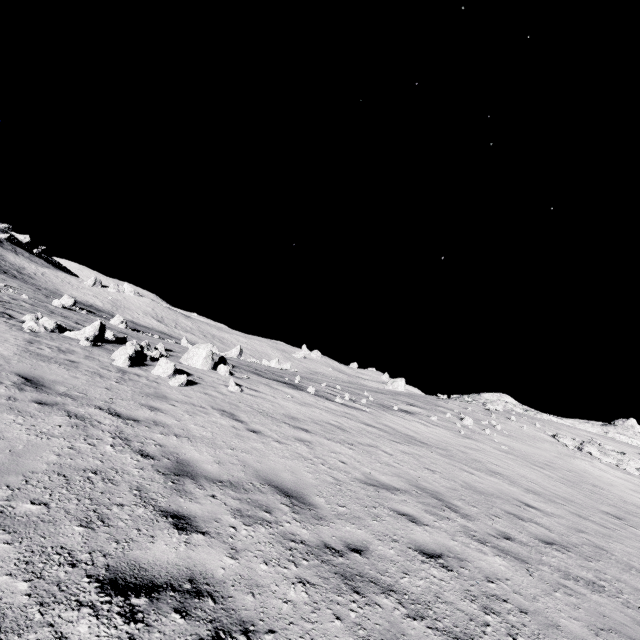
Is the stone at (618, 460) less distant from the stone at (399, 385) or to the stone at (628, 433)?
the stone at (628, 433)

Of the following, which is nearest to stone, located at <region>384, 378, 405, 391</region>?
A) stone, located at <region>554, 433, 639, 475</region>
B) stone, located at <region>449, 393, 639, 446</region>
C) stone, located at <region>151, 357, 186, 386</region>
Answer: stone, located at <region>449, 393, 639, 446</region>

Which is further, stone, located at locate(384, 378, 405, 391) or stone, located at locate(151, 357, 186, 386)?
stone, located at locate(384, 378, 405, 391)

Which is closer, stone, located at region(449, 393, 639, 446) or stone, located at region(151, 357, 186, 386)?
stone, located at region(151, 357, 186, 386)

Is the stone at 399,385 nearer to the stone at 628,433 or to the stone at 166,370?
the stone at 628,433

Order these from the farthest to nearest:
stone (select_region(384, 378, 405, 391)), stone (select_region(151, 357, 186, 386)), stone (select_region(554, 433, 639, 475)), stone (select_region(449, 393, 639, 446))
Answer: stone (select_region(384, 378, 405, 391)), stone (select_region(449, 393, 639, 446)), stone (select_region(554, 433, 639, 475)), stone (select_region(151, 357, 186, 386))

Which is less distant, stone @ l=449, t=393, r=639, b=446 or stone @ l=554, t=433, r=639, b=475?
stone @ l=554, t=433, r=639, b=475

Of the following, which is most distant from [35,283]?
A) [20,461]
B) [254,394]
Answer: [20,461]
